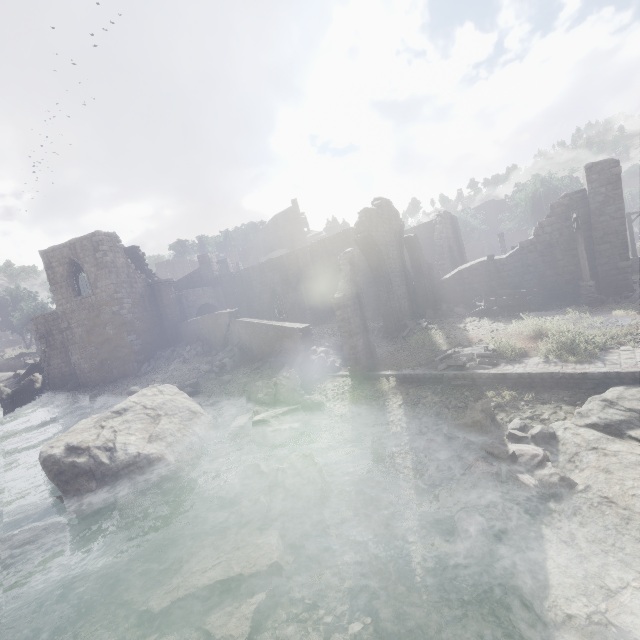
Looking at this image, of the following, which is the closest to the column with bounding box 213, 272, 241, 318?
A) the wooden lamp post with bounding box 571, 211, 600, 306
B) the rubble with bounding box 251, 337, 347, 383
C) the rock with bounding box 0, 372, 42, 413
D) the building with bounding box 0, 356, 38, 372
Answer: the rubble with bounding box 251, 337, 347, 383

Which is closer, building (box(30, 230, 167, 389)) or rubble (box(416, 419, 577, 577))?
rubble (box(416, 419, 577, 577))

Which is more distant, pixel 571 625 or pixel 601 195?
pixel 601 195

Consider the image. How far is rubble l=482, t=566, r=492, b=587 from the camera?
5.9 meters

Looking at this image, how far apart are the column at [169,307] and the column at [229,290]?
4.7m

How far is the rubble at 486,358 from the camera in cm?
1155

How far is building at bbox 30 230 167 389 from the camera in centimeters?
2462cm

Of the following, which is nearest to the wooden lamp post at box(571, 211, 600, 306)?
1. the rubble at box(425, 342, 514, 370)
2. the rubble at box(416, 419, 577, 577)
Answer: the rubble at box(425, 342, 514, 370)
